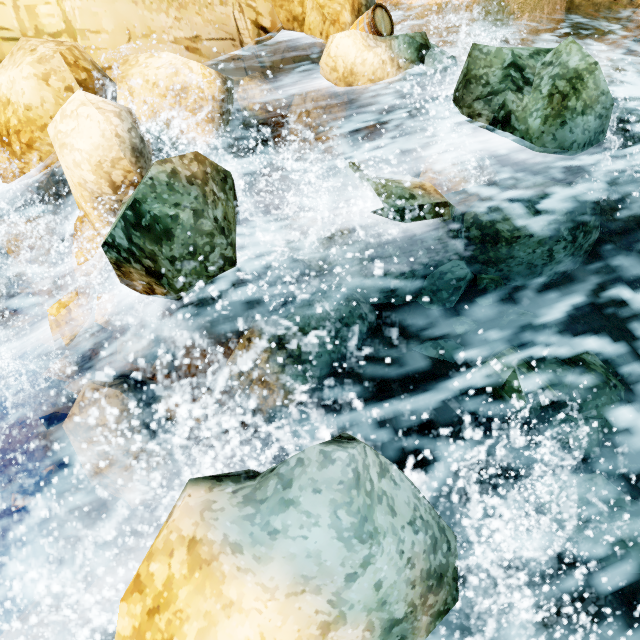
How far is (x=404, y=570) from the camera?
2.00m

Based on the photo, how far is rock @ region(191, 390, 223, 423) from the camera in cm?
514

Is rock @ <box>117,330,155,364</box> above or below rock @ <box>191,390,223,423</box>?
above

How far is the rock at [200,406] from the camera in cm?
514

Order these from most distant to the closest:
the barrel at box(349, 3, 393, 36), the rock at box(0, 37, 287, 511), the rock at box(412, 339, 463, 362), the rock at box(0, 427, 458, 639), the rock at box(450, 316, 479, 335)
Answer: the barrel at box(349, 3, 393, 36) → the rock at box(450, 316, 479, 335) → the rock at box(412, 339, 463, 362) → the rock at box(0, 37, 287, 511) → the rock at box(0, 427, 458, 639)

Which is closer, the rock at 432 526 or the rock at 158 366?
the rock at 432 526

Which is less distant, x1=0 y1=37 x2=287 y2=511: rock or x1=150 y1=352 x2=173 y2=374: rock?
x1=0 y1=37 x2=287 y2=511: rock
